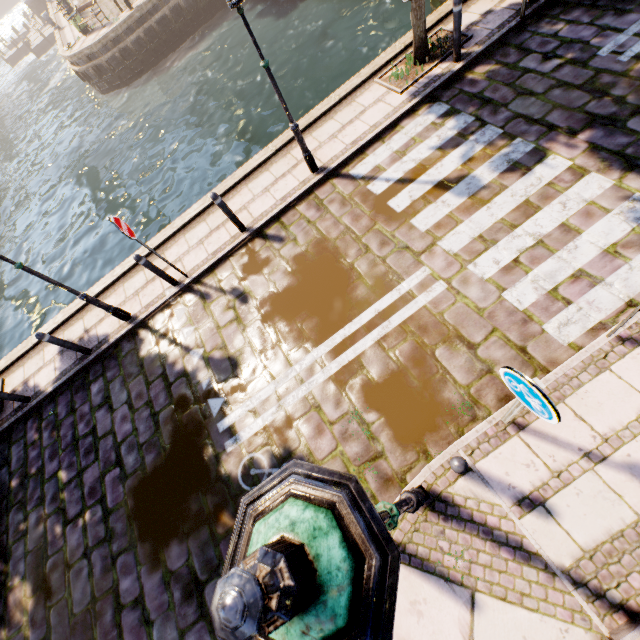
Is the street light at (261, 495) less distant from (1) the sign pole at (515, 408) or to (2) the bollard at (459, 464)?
(2) the bollard at (459, 464)

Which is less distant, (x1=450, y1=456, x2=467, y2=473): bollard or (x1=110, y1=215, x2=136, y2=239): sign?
(x1=450, y1=456, x2=467, y2=473): bollard

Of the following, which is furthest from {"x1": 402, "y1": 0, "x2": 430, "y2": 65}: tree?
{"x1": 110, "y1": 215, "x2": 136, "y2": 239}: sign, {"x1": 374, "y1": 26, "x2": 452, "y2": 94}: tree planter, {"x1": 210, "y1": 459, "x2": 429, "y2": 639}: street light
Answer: {"x1": 210, "y1": 459, "x2": 429, "y2": 639}: street light

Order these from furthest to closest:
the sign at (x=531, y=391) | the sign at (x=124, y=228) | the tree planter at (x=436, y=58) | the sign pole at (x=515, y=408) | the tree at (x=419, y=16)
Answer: the tree planter at (x=436, y=58) → the tree at (x=419, y=16) → the sign at (x=124, y=228) → the sign pole at (x=515, y=408) → the sign at (x=531, y=391)

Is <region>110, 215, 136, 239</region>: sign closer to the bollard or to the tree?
the tree

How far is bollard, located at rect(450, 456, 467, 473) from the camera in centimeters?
302cm

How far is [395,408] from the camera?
4.6 meters

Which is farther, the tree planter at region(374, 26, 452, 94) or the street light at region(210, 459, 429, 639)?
the tree planter at region(374, 26, 452, 94)
